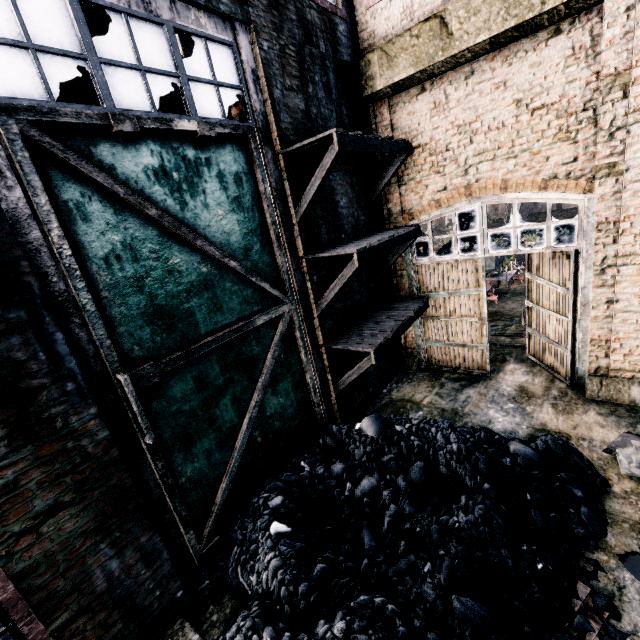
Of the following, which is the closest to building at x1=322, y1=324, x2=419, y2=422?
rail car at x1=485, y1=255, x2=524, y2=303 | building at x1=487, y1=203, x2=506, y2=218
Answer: rail car at x1=485, y1=255, x2=524, y2=303

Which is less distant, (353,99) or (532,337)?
(353,99)

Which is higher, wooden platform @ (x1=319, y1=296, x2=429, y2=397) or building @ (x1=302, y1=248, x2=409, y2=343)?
building @ (x1=302, y1=248, x2=409, y2=343)

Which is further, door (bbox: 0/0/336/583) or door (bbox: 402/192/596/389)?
door (bbox: 402/192/596/389)

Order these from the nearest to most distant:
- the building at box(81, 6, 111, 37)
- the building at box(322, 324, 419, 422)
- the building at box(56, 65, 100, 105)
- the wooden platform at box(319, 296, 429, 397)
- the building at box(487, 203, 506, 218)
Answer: the building at box(56, 65, 100, 105) < the building at box(81, 6, 111, 37) < the wooden platform at box(319, 296, 429, 397) < the building at box(322, 324, 419, 422) < the building at box(487, 203, 506, 218)

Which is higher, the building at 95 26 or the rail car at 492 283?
the building at 95 26

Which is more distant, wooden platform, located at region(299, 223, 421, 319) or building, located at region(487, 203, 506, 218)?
building, located at region(487, 203, 506, 218)

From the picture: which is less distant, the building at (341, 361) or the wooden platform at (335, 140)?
the wooden platform at (335, 140)
